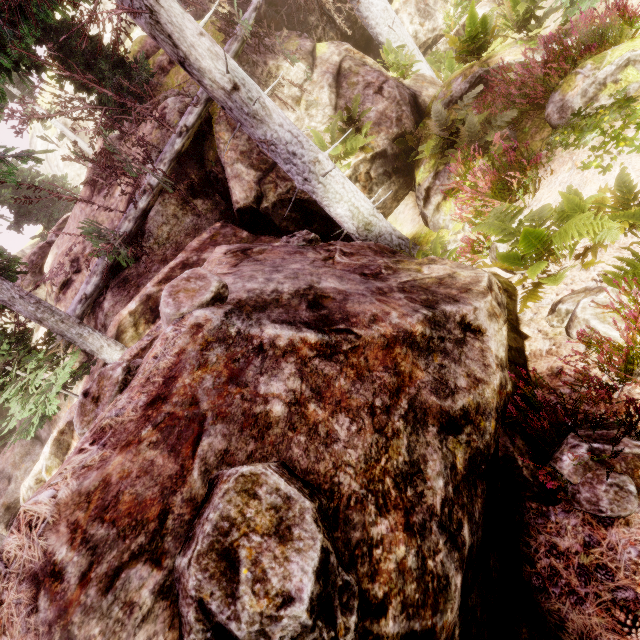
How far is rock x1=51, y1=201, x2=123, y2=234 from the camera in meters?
10.6

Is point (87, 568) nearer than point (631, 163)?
Yes

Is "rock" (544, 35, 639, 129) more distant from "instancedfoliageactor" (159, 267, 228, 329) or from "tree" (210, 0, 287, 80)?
"tree" (210, 0, 287, 80)

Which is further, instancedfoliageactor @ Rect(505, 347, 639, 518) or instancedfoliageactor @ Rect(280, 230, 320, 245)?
instancedfoliageactor @ Rect(280, 230, 320, 245)

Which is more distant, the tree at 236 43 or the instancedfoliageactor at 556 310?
the tree at 236 43

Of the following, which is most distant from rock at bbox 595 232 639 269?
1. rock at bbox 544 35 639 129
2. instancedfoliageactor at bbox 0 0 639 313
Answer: rock at bbox 544 35 639 129
